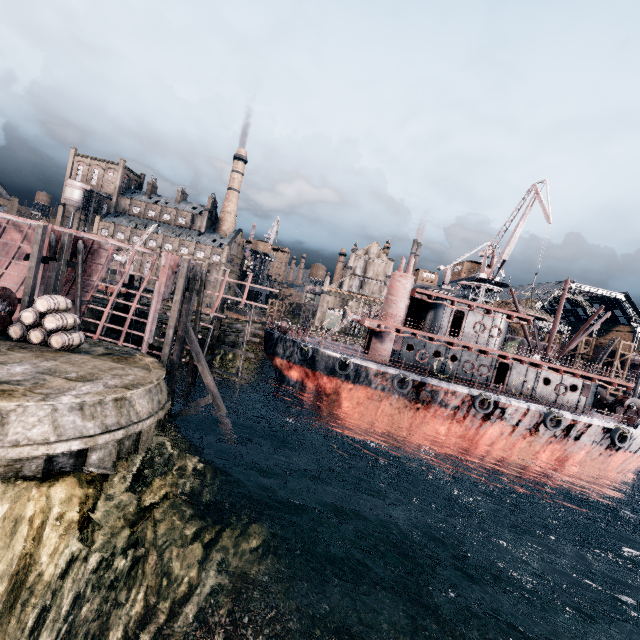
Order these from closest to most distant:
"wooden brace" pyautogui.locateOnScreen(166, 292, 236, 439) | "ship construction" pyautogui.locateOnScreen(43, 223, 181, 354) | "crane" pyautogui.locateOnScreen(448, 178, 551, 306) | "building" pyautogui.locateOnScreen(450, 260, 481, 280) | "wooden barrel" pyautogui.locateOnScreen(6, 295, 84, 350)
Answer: "wooden barrel" pyautogui.locateOnScreen(6, 295, 84, 350) → "wooden brace" pyautogui.locateOnScreen(166, 292, 236, 439) → "ship construction" pyautogui.locateOnScreen(43, 223, 181, 354) → "crane" pyautogui.locateOnScreen(448, 178, 551, 306) → "building" pyautogui.locateOnScreen(450, 260, 481, 280)

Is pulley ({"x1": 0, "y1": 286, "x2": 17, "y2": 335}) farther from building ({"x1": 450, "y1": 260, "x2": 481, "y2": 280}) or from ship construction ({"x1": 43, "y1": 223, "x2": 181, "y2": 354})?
building ({"x1": 450, "y1": 260, "x2": 481, "y2": 280})

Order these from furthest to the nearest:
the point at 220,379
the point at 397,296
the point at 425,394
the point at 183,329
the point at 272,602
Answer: the point at 220,379
the point at 397,296
the point at 425,394
the point at 183,329
the point at 272,602

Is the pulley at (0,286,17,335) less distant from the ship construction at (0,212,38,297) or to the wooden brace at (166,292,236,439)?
the ship construction at (0,212,38,297)

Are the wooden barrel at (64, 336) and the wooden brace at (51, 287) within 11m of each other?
yes

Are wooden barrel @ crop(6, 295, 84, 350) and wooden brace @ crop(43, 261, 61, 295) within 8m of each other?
yes

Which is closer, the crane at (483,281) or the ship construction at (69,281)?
the ship construction at (69,281)

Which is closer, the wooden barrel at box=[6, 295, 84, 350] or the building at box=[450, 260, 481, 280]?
the wooden barrel at box=[6, 295, 84, 350]
